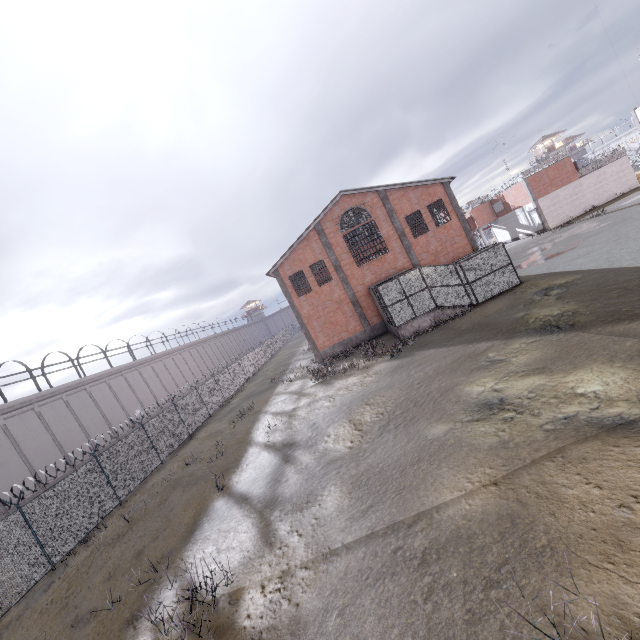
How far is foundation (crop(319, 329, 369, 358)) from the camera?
27.7 meters

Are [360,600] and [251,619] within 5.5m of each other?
yes

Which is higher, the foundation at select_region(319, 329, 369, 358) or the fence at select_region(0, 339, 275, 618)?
the fence at select_region(0, 339, 275, 618)

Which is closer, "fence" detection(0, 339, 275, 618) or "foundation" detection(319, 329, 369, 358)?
"fence" detection(0, 339, 275, 618)

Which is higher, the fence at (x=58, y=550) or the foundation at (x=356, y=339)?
the fence at (x=58, y=550)

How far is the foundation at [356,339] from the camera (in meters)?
27.73
